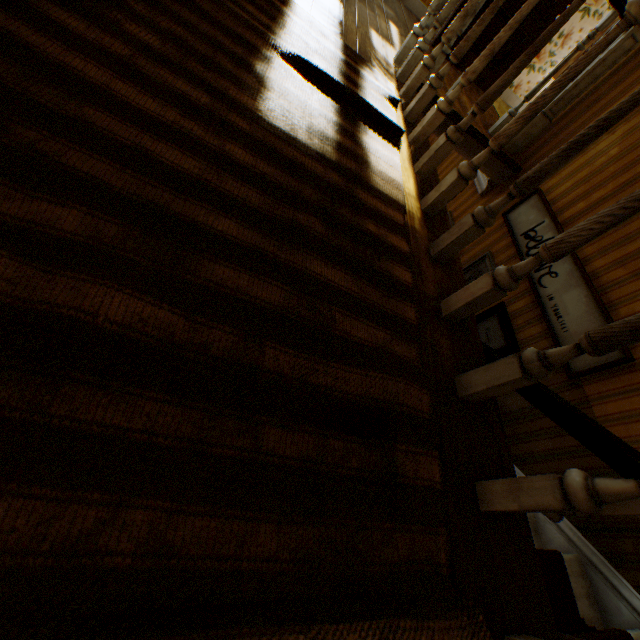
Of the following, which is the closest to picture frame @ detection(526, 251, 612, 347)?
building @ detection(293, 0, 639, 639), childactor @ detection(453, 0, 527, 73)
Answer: building @ detection(293, 0, 639, 639)

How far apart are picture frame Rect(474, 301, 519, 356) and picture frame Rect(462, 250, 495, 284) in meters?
0.3

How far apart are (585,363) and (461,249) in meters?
1.9 m

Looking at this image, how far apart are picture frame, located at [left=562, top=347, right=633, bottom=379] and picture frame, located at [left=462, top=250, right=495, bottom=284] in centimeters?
26cm

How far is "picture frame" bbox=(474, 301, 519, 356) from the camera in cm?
306

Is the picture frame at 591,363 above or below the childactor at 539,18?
below

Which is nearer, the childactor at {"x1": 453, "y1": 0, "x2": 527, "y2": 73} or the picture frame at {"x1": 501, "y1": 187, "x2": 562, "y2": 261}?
the picture frame at {"x1": 501, "y1": 187, "x2": 562, "y2": 261}

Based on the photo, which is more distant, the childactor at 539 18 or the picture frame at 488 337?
the childactor at 539 18
